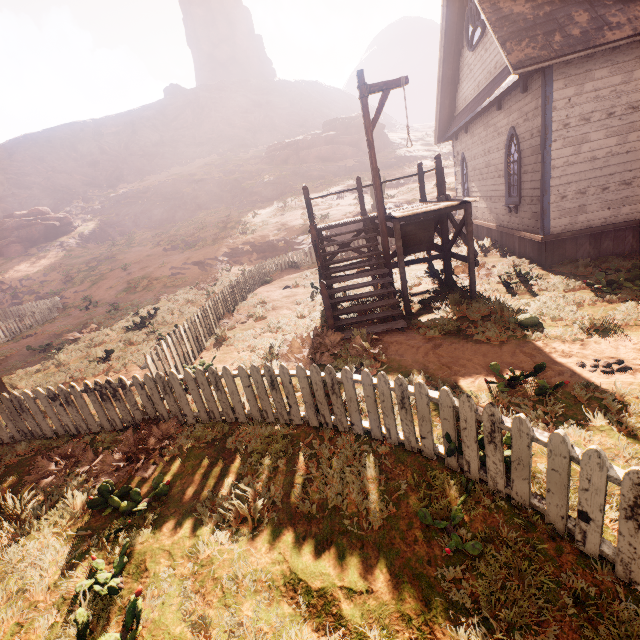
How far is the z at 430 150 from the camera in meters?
32.1

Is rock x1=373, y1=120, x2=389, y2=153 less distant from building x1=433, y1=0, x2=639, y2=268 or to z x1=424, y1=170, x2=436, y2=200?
z x1=424, y1=170, x2=436, y2=200

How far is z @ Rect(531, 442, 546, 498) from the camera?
3.04m

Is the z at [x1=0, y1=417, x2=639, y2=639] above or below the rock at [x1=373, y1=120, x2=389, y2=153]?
below

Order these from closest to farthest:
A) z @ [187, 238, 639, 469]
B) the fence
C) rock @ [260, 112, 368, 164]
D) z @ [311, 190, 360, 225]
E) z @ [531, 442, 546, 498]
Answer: the fence → z @ [531, 442, 546, 498] → z @ [187, 238, 639, 469] → z @ [311, 190, 360, 225] → rock @ [260, 112, 368, 164]

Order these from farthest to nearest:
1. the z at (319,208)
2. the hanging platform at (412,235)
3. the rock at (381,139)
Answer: the rock at (381,139)
the z at (319,208)
the hanging platform at (412,235)

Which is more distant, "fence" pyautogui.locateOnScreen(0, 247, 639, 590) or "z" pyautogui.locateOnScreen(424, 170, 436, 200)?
"z" pyautogui.locateOnScreen(424, 170, 436, 200)

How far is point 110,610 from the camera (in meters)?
2.83
